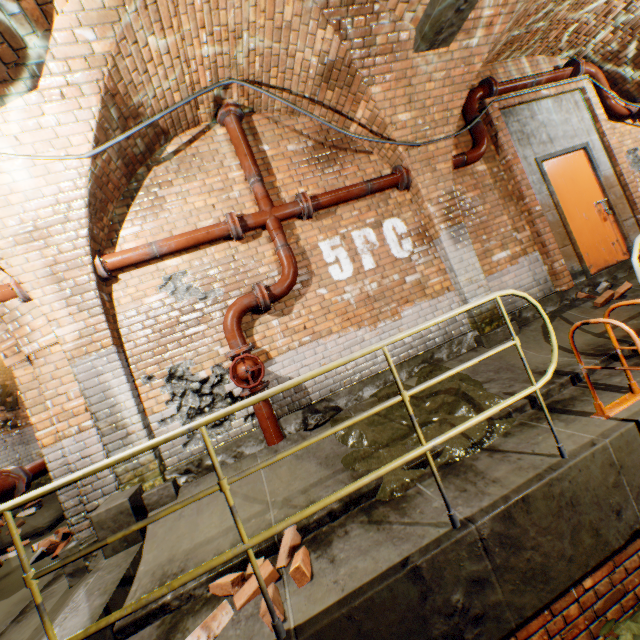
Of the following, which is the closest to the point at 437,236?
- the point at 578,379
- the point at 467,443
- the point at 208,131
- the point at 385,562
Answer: the point at 578,379

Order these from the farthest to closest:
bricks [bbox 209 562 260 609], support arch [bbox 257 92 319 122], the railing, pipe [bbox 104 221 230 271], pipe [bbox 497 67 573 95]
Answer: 1. pipe [bbox 497 67 573 95]
2. support arch [bbox 257 92 319 122]
3. pipe [bbox 104 221 230 271]
4. bricks [bbox 209 562 260 609]
5. the railing

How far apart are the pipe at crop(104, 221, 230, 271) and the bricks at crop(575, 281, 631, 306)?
5.5m

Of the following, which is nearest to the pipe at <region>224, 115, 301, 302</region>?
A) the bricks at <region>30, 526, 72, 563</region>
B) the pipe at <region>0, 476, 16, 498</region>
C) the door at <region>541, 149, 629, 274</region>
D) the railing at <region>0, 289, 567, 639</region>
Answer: the railing at <region>0, 289, 567, 639</region>

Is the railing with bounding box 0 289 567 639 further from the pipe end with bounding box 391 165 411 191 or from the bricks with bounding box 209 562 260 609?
the pipe end with bounding box 391 165 411 191

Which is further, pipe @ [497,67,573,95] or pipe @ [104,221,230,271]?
pipe @ [497,67,573,95]

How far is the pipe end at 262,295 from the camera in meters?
4.0

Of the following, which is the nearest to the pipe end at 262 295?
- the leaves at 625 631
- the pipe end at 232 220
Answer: the pipe end at 232 220
